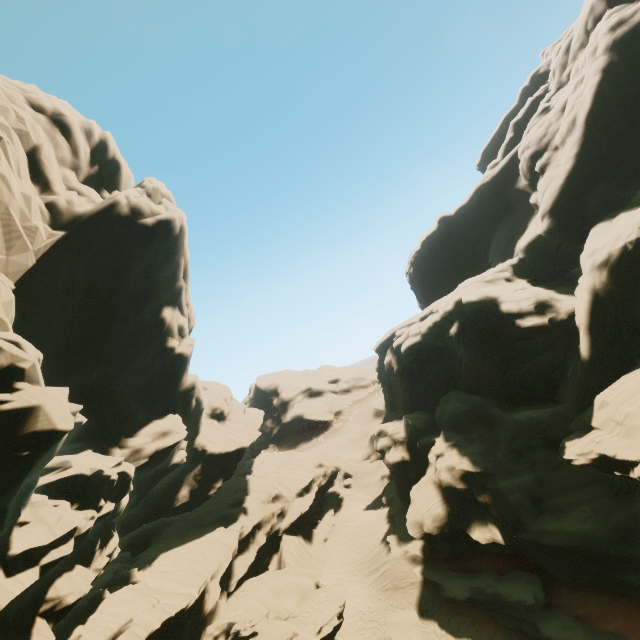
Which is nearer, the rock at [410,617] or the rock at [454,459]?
the rock at [454,459]

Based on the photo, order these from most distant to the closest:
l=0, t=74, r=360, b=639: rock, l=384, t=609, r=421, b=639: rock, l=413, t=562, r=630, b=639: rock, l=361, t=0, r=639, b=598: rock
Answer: l=384, t=609, r=421, b=639: rock < l=361, t=0, r=639, b=598: rock < l=413, t=562, r=630, b=639: rock < l=0, t=74, r=360, b=639: rock

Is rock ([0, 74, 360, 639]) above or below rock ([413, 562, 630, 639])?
above

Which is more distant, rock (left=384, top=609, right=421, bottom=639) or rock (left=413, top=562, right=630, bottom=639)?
rock (left=384, top=609, right=421, bottom=639)

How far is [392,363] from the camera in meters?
40.6 m

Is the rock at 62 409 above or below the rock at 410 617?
above
